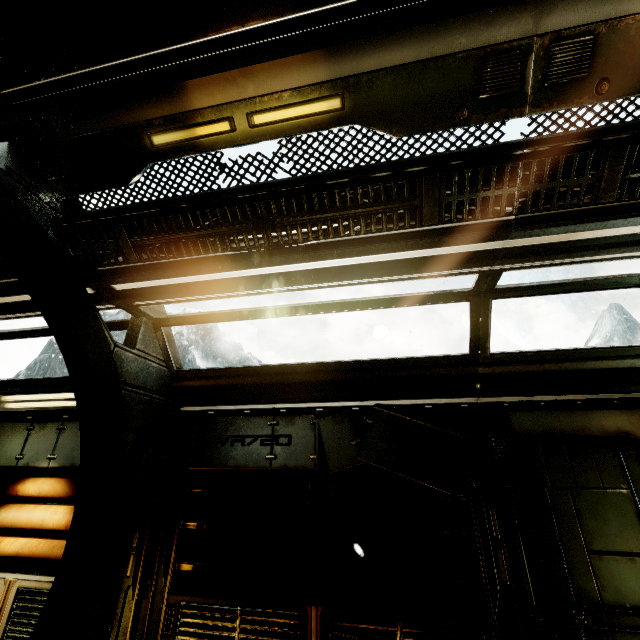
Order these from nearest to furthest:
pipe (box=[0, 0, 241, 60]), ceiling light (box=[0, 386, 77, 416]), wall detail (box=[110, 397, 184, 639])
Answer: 1. pipe (box=[0, 0, 241, 60])
2. wall detail (box=[110, 397, 184, 639])
3. ceiling light (box=[0, 386, 77, 416])

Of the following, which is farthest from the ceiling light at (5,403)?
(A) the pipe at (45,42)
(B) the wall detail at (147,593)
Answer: (A) the pipe at (45,42)

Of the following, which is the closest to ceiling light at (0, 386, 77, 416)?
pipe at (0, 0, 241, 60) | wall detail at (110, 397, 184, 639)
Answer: wall detail at (110, 397, 184, 639)

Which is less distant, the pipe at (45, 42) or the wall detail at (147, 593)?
the pipe at (45, 42)

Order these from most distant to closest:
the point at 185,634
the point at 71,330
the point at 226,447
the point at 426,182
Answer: the point at 226,447
the point at 185,634
the point at 71,330
the point at 426,182

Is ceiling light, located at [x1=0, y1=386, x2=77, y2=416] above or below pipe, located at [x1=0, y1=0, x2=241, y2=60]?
below

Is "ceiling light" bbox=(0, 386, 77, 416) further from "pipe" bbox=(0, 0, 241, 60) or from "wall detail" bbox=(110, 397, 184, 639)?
"pipe" bbox=(0, 0, 241, 60)
